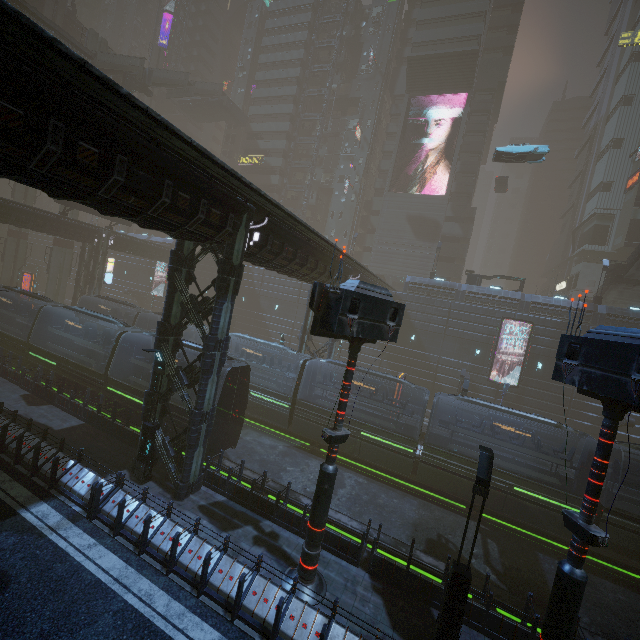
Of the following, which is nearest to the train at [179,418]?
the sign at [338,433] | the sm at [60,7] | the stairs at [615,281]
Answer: the sign at [338,433]

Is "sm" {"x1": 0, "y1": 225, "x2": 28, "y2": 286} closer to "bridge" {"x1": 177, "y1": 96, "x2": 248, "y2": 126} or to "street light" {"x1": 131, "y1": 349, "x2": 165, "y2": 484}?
"bridge" {"x1": 177, "y1": 96, "x2": 248, "y2": 126}

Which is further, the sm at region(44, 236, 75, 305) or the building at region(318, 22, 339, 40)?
the building at region(318, 22, 339, 40)

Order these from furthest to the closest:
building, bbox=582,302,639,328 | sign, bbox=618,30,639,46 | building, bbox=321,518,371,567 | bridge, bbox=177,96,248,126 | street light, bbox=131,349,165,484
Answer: bridge, bbox=177,96,248,126 → sign, bbox=618,30,639,46 → building, bbox=582,302,639,328 → street light, bbox=131,349,165,484 → building, bbox=321,518,371,567

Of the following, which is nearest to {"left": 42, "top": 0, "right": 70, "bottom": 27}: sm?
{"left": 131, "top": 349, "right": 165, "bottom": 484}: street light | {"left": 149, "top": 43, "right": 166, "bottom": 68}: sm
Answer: {"left": 149, "top": 43, "right": 166, "bottom": 68}: sm

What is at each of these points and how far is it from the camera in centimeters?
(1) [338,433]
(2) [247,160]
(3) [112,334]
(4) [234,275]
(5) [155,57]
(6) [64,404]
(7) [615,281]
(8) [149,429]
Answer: (1) sign, 969cm
(2) sign, 5650cm
(3) train, 2172cm
(4) building, 1270cm
(5) sm, 5756cm
(6) building, 1786cm
(7) stairs, 3161cm
(8) street light, 1298cm

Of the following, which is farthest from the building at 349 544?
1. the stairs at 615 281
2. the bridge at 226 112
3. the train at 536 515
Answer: the stairs at 615 281

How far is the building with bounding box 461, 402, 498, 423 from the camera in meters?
32.6 m
